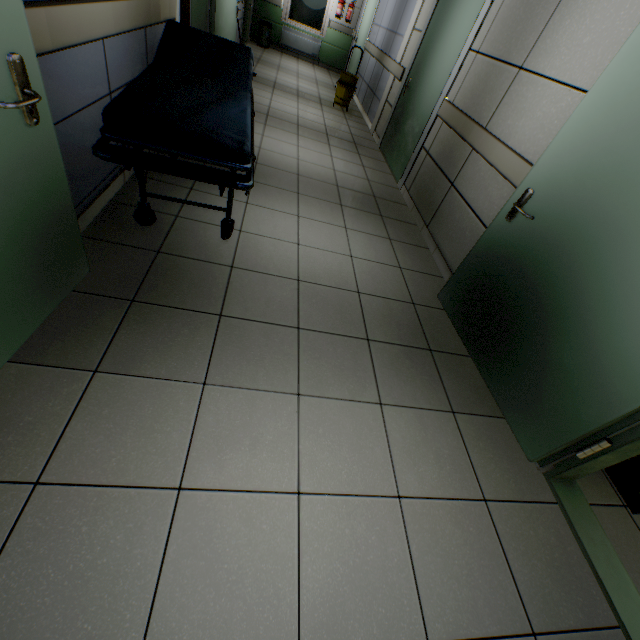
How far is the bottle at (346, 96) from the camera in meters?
6.6 m

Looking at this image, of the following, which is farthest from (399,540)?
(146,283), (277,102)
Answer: (277,102)

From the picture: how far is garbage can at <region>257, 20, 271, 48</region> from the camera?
9.1m

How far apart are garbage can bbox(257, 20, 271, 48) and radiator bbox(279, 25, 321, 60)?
0.3 meters

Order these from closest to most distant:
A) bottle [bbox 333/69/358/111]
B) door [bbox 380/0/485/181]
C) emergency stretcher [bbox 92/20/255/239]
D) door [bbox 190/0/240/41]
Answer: emergency stretcher [bbox 92/20/255/239]
door [bbox 380/0/485/181]
door [bbox 190/0/240/41]
bottle [bbox 333/69/358/111]

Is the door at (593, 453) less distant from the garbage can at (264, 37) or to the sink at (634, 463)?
the sink at (634, 463)

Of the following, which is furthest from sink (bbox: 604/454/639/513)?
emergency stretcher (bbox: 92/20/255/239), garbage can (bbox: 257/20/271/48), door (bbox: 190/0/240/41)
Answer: garbage can (bbox: 257/20/271/48)

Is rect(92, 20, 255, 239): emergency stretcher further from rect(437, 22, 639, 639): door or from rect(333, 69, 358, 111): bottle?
rect(333, 69, 358, 111): bottle
